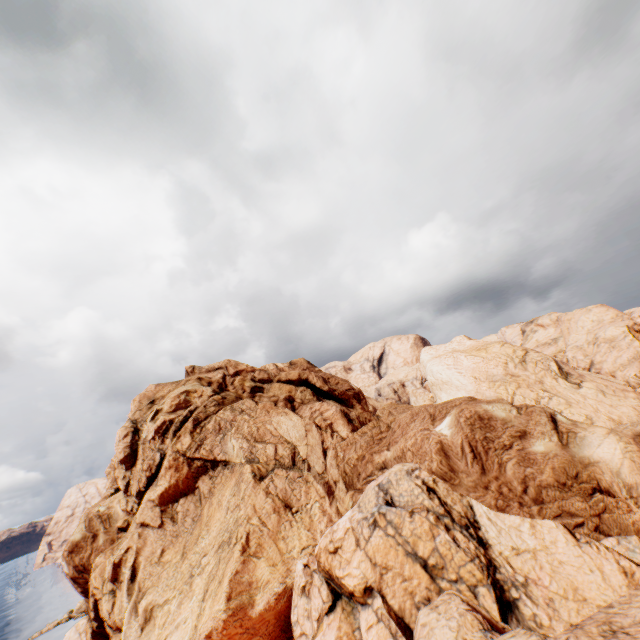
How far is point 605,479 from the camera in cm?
2150
